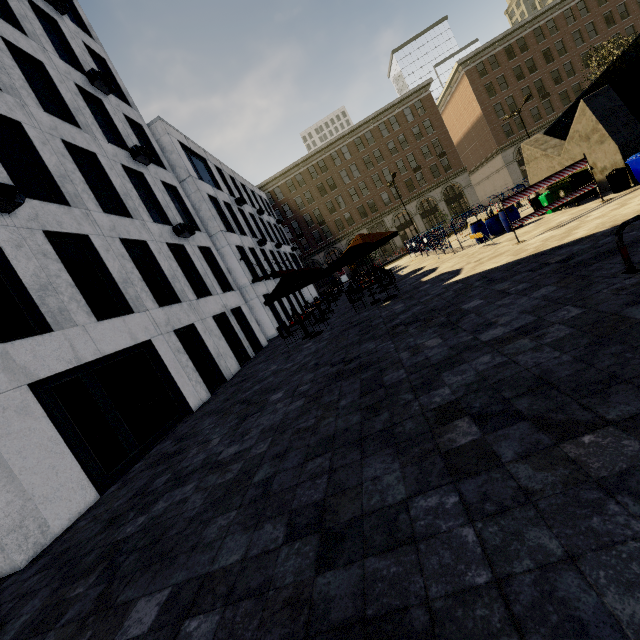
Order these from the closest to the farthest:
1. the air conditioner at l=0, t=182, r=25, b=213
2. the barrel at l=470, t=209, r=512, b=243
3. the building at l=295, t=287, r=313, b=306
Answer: the air conditioner at l=0, t=182, r=25, b=213, the barrel at l=470, t=209, r=512, b=243, the building at l=295, t=287, r=313, b=306

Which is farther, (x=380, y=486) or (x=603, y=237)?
(x=603, y=237)

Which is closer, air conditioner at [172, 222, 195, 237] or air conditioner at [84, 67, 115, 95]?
air conditioner at [84, 67, 115, 95]

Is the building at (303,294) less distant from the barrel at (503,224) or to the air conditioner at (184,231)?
the air conditioner at (184,231)

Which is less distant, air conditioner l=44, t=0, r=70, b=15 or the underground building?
the underground building

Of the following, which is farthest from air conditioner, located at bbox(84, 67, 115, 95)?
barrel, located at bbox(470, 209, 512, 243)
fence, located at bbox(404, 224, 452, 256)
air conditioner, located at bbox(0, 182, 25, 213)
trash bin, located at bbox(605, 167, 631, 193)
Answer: trash bin, located at bbox(605, 167, 631, 193)

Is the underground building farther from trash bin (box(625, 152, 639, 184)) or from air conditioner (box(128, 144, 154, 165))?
air conditioner (box(128, 144, 154, 165))

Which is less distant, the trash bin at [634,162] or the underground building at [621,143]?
the trash bin at [634,162]
